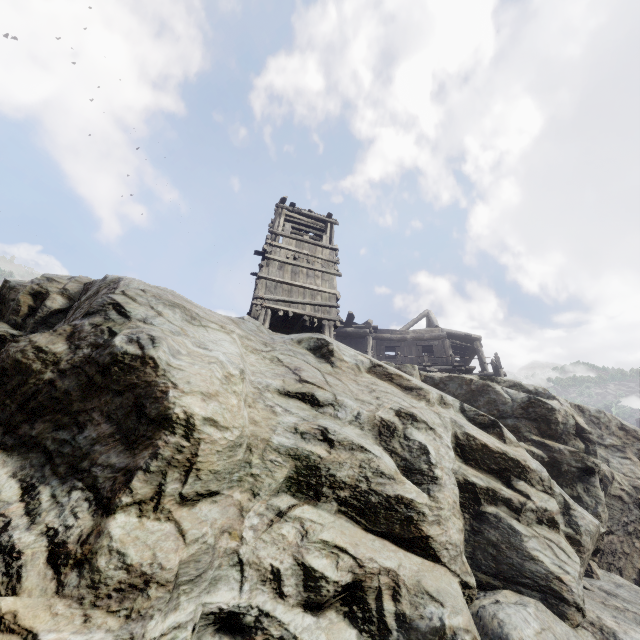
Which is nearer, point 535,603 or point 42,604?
point 42,604

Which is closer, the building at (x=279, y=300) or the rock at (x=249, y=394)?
the rock at (x=249, y=394)

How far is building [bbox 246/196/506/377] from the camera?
13.7 meters

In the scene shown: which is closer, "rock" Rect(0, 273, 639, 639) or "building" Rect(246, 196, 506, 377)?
"rock" Rect(0, 273, 639, 639)

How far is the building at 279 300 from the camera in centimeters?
1373cm

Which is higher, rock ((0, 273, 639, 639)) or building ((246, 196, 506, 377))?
building ((246, 196, 506, 377))
